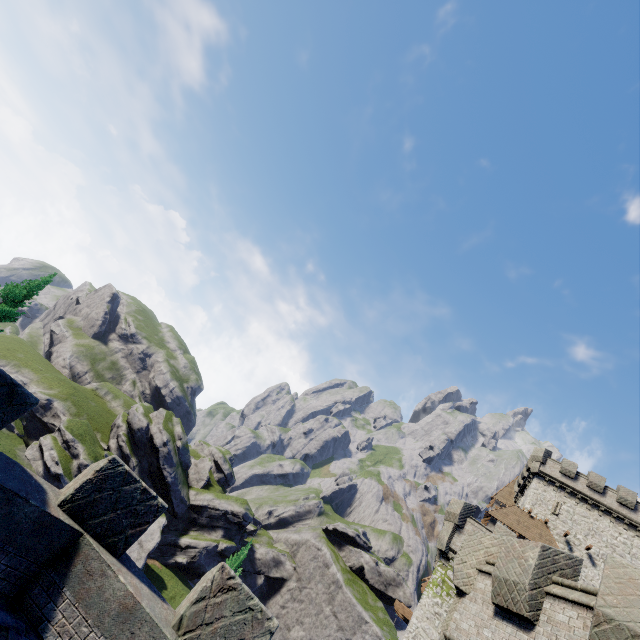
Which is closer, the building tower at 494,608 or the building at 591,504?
the building tower at 494,608

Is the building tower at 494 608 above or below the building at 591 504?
below

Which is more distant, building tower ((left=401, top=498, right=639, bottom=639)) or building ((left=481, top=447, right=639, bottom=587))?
building ((left=481, top=447, right=639, bottom=587))

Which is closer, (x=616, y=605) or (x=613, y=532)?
(x=616, y=605)

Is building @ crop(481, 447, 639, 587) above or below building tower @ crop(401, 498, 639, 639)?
above
